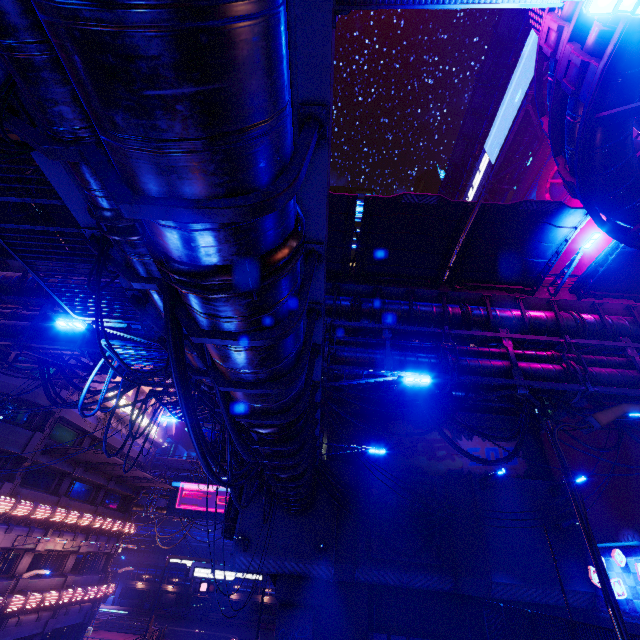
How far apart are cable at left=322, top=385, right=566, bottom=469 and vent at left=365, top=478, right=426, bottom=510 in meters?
10.3

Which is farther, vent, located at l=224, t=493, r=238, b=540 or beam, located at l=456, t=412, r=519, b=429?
beam, located at l=456, t=412, r=519, b=429

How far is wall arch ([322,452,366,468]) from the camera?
23.2m

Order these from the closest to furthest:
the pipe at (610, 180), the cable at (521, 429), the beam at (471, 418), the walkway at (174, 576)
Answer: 1. the pipe at (610, 180)
2. the cable at (521, 429)
3. the beam at (471, 418)
4. the walkway at (174, 576)

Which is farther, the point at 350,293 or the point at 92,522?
the point at 92,522

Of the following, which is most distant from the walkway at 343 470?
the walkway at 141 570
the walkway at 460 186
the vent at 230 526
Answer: the walkway at 141 570

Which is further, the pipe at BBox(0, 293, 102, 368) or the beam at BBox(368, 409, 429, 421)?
the beam at BBox(368, 409, 429, 421)
